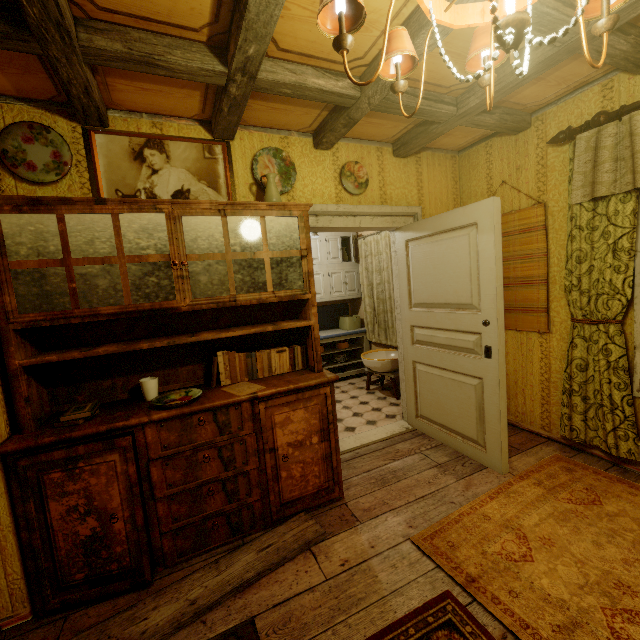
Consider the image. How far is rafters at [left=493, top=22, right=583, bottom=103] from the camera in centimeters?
174cm

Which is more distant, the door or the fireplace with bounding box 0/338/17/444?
the door

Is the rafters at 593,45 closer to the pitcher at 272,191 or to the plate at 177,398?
the pitcher at 272,191

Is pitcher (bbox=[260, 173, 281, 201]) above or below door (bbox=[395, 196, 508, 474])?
above

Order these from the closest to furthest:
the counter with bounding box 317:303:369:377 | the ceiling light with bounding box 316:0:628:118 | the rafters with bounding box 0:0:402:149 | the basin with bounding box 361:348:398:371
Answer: the ceiling light with bounding box 316:0:628:118 → the rafters with bounding box 0:0:402:149 → the basin with bounding box 361:348:398:371 → the counter with bounding box 317:303:369:377

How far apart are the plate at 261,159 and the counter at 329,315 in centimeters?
268cm

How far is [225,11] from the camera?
1.5m

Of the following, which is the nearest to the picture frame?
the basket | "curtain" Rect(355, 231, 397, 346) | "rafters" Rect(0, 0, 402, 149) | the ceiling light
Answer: "rafters" Rect(0, 0, 402, 149)
